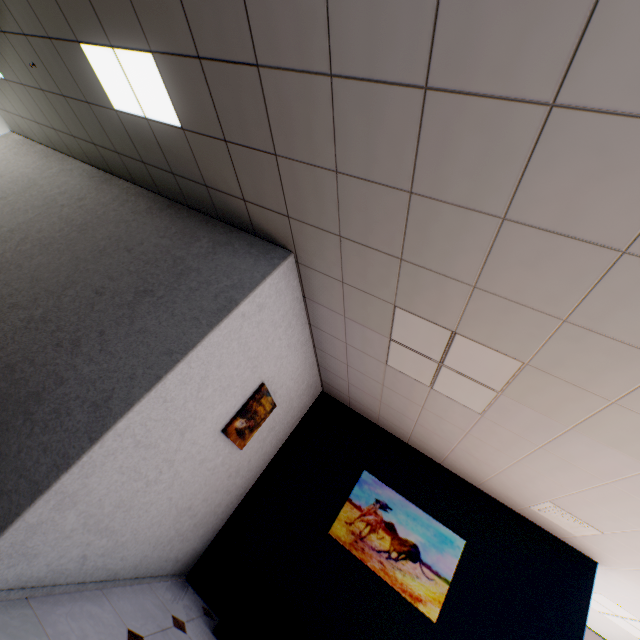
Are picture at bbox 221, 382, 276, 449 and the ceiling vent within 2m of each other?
no

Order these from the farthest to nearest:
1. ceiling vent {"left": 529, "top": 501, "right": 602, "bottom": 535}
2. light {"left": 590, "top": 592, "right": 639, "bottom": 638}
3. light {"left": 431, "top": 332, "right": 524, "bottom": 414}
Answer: light {"left": 590, "top": 592, "right": 639, "bottom": 638}, ceiling vent {"left": 529, "top": 501, "right": 602, "bottom": 535}, light {"left": 431, "top": 332, "right": 524, "bottom": 414}

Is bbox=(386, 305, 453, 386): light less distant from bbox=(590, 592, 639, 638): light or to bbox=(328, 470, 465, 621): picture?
bbox=(328, 470, 465, 621): picture

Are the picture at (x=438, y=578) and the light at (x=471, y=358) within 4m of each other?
yes

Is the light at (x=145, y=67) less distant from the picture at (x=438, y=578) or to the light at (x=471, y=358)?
the light at (x=471, y=358)

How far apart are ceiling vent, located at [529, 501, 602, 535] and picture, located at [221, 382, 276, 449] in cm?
315

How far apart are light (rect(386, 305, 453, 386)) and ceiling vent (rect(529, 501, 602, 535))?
1.6m

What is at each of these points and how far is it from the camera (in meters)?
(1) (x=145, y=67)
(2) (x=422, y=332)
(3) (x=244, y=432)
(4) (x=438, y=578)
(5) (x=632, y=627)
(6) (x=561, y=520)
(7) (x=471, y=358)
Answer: (1) light, 2.36
(2) light, 2.63
(3) picture, 3.58
(4) picture, 3.77
(5) light, 4.56
(6) ceiling vent, 3.53
(7) light, 2.50
